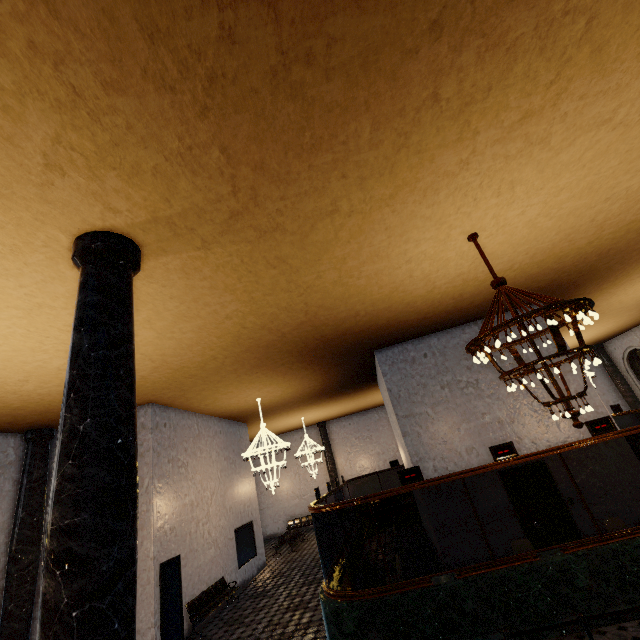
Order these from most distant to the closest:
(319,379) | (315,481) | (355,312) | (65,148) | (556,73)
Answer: (315,481)
(319,379)
(355,312)
(556,73)
(65,148)
